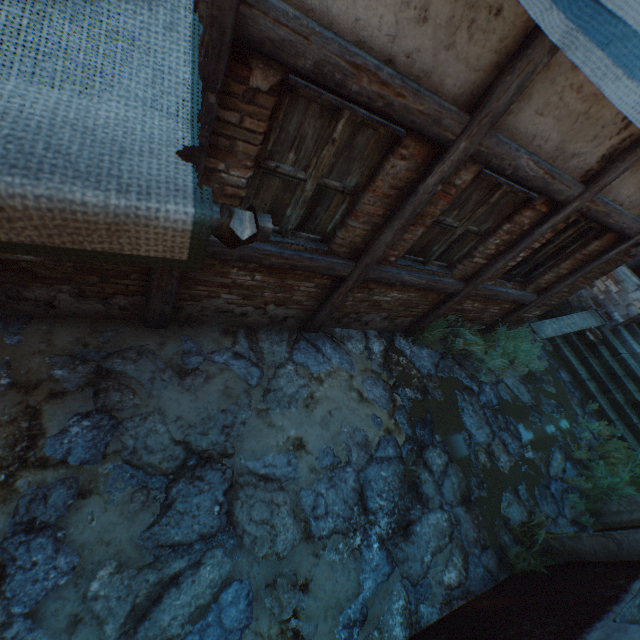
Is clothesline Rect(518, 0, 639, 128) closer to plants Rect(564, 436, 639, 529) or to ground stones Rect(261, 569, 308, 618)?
ground stones Rect(261, 569, 308, 618)

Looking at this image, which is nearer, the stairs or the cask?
the stairs

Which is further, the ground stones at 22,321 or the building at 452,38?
the ground stones at 22,321

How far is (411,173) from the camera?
2.8 meters

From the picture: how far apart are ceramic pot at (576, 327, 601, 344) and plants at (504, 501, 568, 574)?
5.5 meters

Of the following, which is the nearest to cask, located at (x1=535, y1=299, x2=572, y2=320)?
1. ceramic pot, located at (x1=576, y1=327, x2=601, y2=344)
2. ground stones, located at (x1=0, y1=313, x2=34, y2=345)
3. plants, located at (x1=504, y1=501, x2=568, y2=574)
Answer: ground stones, located at (x1=0, y1=313, x2=34, y2=345)

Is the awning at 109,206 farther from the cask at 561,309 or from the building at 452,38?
the cask at 561,309

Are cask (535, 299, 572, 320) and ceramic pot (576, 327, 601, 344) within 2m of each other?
yes
